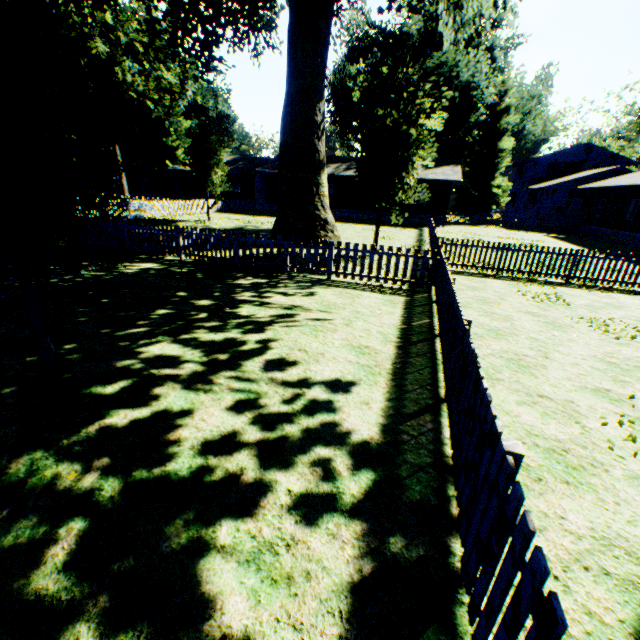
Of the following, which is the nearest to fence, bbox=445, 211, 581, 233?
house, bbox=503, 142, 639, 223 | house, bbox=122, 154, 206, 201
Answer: house, bbox=122, 154, 206, 201

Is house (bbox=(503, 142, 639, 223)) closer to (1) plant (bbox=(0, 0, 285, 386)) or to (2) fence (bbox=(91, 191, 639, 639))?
(2) fence (bbox=(91, 191, 639, 639))

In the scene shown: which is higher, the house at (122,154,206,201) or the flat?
the flat

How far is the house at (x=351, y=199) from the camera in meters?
34.0 m

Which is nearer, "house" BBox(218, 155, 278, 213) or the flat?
the flat

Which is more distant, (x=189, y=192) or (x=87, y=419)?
(x=189, y=192)

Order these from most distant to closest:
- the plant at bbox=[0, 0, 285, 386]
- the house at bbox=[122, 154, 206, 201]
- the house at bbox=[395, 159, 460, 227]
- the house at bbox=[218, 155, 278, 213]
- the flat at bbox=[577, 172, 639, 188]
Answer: the house at bbox=[122, 154, 206, 201] < the house at bbox=[218, 155, 278, 213] < the house at bbox=[395, 159, 460, 227] < the flat at bbox=[577, 172, 639, 188] < the plant at bbox=[0, 0, 285, 386]

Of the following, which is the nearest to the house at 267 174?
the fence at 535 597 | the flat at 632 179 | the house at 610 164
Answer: the fence at 535 597
